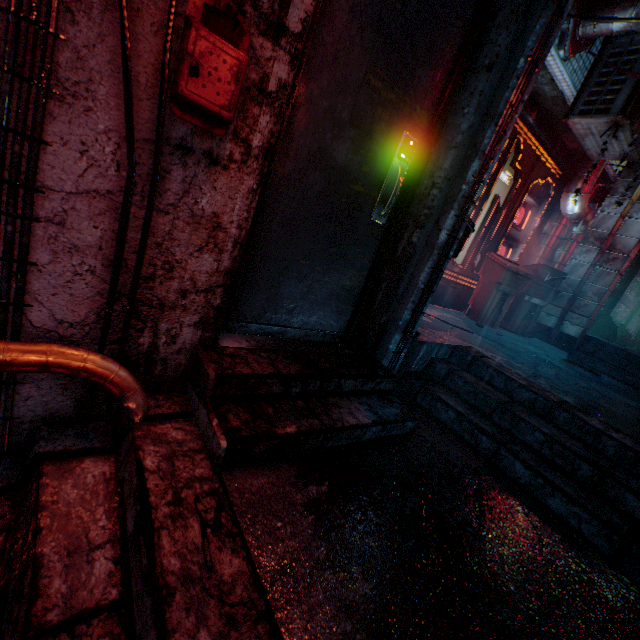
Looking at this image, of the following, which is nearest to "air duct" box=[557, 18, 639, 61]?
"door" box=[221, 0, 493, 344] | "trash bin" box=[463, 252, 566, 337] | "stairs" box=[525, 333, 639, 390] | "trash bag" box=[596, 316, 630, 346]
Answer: "stairs" box=[525, 333, 639, 390]

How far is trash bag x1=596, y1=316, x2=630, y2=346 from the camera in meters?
6.4

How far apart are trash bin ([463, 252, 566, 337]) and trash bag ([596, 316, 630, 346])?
3.0 meters

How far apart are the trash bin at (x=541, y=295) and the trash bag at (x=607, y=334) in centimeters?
303cm

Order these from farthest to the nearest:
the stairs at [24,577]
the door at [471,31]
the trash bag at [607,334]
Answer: the trash bag at [607,334] → the door at [471,31] → the stairs at [24,577]

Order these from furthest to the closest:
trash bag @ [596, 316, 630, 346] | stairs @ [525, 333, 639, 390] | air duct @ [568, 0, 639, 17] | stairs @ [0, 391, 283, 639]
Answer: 1. trash bag @ [596, 316, 630, 346]
2. stairs @ [525, 333, 639, 390]
3. air duct @ [568, 0, 639, 17]
4. stairs @ [0, 391, 283, 639]

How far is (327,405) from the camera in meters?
1.6 m

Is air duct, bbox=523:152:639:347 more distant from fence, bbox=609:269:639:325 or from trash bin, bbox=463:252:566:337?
fence, bbox=609:269:639:325
